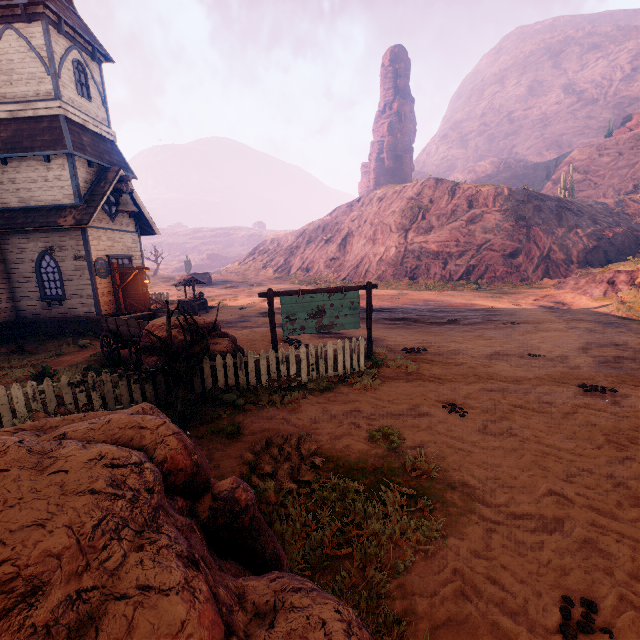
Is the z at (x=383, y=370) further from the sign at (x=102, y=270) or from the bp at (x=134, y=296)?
the sign at (x=102, y=270)

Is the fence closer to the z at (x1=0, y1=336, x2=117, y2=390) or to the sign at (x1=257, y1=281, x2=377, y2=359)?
the z at (x1=0, y1=336, x2=117, y2=390)

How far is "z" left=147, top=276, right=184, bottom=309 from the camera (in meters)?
29.22

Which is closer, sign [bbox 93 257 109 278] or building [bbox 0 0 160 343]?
building [bbox 0 0 160 343]

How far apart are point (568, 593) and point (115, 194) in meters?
20.4

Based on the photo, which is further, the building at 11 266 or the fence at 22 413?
the building at 11 266

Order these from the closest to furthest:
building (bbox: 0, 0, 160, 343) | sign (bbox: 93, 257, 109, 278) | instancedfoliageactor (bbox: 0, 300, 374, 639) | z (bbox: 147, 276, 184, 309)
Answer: instancedfoliageactor (bbox: 0, 300, 374, 639) → building (bbox: 0, 0, 160, 343) → sign (bbox: 93, 257, 109, 278) → z (bbox: 147, 276, 184, 309)

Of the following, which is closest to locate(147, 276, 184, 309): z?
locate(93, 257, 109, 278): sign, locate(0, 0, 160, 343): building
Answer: locate(0, 0, 160, 343): building
